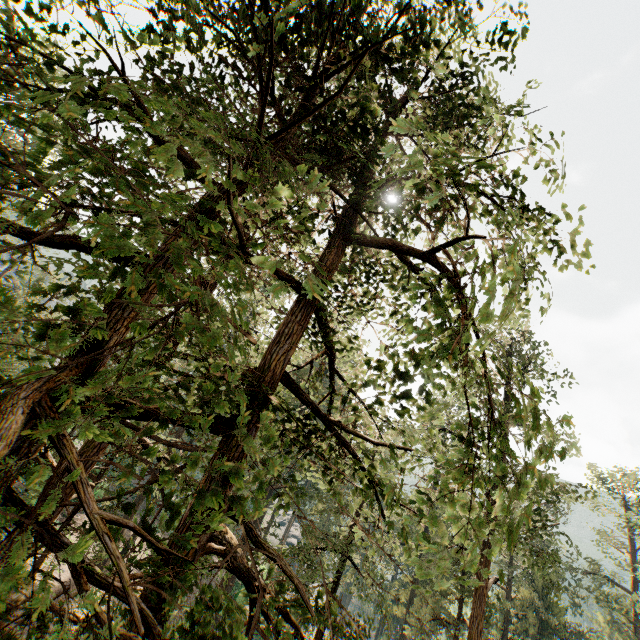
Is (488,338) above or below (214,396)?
above
